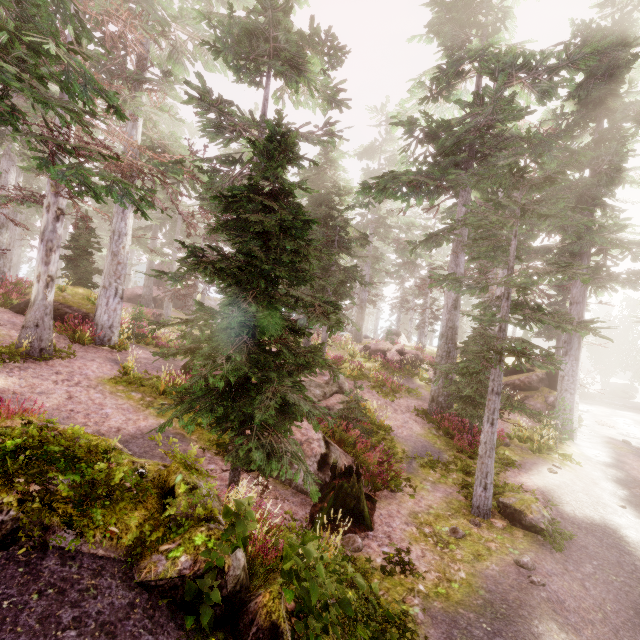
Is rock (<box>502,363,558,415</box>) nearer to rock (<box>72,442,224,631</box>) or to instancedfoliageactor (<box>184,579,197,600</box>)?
instancedfoliageactor (<box>184,579,197,600</box>)

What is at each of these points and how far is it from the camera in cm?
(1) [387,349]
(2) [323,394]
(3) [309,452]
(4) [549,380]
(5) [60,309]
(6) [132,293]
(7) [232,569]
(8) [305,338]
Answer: (1) rock, 2478
(2) rock, 1476
(3) rock, 945
(4) rock, 2295
(5) rock, 1533
(6) rock, 3503
(7) rock, 389
(8) instancedfoliageactor, 2100

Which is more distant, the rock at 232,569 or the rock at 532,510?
the rock at 532,510

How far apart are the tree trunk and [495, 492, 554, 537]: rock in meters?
3.5

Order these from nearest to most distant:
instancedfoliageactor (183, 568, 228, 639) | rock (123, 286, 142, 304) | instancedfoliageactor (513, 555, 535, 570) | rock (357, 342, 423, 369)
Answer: instancedfoliageactor (183, 568, 228, 639), instancedfoliageactor (513, 555, 535, 570), rock (357, 342, 423, 369), rock (123, 286, 142, 304)

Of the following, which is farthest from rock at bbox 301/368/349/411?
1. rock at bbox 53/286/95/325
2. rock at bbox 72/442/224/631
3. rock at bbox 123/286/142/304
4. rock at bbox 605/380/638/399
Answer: rock at bbox 605/380/638/399

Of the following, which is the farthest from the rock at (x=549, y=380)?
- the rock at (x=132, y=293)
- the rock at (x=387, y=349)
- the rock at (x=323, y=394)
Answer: the rock at (x=132, y=293)

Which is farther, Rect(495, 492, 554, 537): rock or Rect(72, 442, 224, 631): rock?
Rect(495, 492, 554, 537): rock
